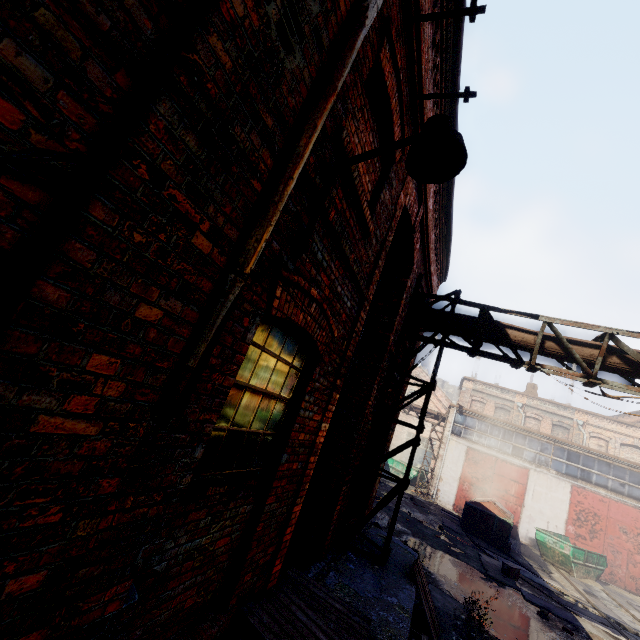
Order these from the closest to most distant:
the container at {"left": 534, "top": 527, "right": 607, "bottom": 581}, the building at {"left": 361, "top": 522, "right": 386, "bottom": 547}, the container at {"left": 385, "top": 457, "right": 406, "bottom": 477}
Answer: the building at {"left": 361, "top": 522, "right": 386, "bottom": 547}
the container at {"left": 534, "top": 527, "right": 607, "bottom": 581}
the container at {"left": 385, "top": 457, "right": 406, "bottom": 477}

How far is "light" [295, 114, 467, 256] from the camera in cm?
220

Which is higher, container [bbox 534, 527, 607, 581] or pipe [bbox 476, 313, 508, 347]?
pipe [bbox 476, 313, 508, 347]

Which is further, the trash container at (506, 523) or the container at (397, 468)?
the container at (397, 468)

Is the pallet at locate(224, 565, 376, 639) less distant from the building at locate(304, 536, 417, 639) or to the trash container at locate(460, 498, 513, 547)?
the building at locate(304, 536, 417, 639)

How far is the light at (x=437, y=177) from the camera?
2.2 meters

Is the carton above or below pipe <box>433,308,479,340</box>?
below

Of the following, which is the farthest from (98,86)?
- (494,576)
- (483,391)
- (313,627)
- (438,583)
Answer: (483,391)
